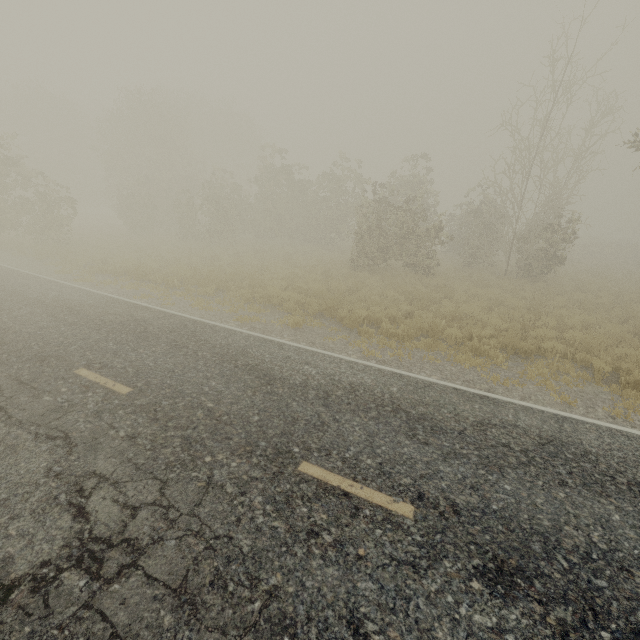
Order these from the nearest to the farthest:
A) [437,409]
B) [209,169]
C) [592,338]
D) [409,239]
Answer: A: [437,409] → [592,338] → [409,239] → [209,169]
